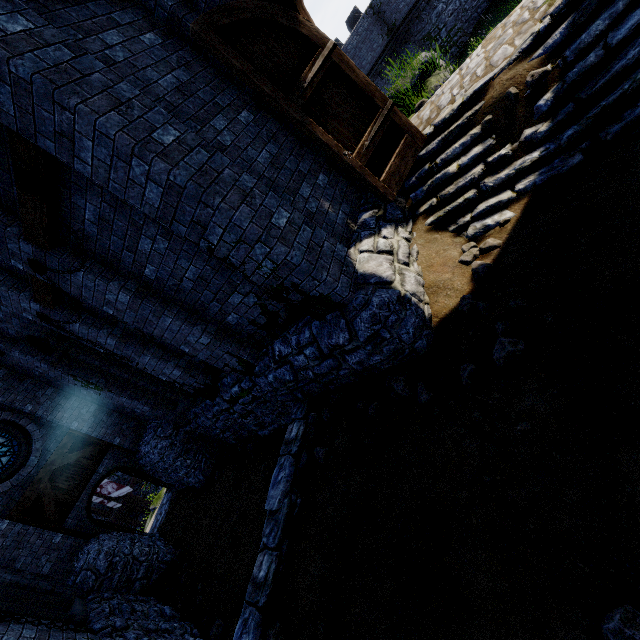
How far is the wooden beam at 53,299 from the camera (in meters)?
5.67

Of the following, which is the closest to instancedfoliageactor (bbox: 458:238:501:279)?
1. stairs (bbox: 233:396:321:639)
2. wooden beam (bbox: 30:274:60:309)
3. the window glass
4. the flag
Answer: stairs (bbox: 233:396:321:639)

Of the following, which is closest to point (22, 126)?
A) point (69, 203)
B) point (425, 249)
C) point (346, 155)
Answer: point (69, 203)

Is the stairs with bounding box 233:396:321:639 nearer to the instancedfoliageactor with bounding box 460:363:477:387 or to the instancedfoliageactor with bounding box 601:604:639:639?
the instancedfoliageactor with bounding box 460:363:477:387

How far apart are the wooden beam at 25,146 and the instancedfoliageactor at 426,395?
5.0 meters

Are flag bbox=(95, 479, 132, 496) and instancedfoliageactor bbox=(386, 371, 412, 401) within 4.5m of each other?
no

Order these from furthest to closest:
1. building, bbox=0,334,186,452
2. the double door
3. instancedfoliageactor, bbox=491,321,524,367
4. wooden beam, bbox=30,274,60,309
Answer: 1. building, bbox=0,334,186,452
2. wooden beam, bbox=30,274,60,309
3. the double door
4. instancedfoliageactor, bbox=491,321,524,367

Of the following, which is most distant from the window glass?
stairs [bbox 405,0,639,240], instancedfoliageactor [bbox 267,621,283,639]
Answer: stairs [bbox 405,0,639,240]
